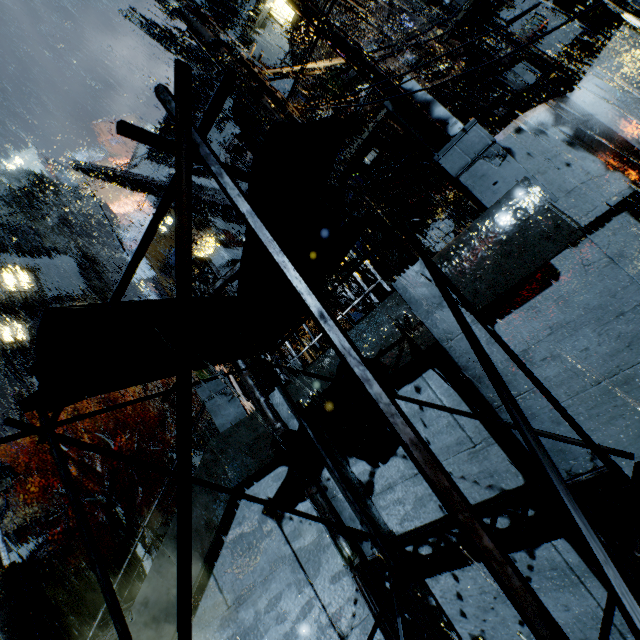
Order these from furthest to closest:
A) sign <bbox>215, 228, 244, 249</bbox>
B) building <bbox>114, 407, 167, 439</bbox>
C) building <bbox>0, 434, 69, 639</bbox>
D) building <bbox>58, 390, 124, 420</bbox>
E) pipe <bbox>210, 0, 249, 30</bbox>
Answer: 1. building <bbox>114, 407, 167, 439</bbox>
2. building <bbox>58, 390, 124, 420</bbox>
3. sign <bbox>215, 228, 244, 249</bbox>
4. pipe <bbox>210, 0, 249, 30</bbox>
5. building <bbox>0, 434, 69, 639</bbox>

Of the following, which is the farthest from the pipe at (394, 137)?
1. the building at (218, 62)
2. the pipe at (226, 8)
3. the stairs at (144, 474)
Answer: the stairs at (144, 474)

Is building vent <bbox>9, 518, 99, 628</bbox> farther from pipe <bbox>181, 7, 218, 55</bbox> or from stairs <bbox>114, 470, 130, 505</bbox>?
pipe <bbox>181, 7, 218, 55</bbox>

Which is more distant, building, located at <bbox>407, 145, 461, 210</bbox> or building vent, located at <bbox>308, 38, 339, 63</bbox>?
building, located at <bbox>407, 145, 461, 210</bbox>

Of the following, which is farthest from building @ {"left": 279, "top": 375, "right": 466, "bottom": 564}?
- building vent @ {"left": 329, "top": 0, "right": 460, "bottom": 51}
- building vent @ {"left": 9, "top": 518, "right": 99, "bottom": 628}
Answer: building vent @ {"left": 9, "top": 518, "right": 99, "bottom": 628}

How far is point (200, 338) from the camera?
3.8m

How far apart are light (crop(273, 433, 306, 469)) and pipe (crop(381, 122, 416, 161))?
13.2 meters

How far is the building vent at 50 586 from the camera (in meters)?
23.98
